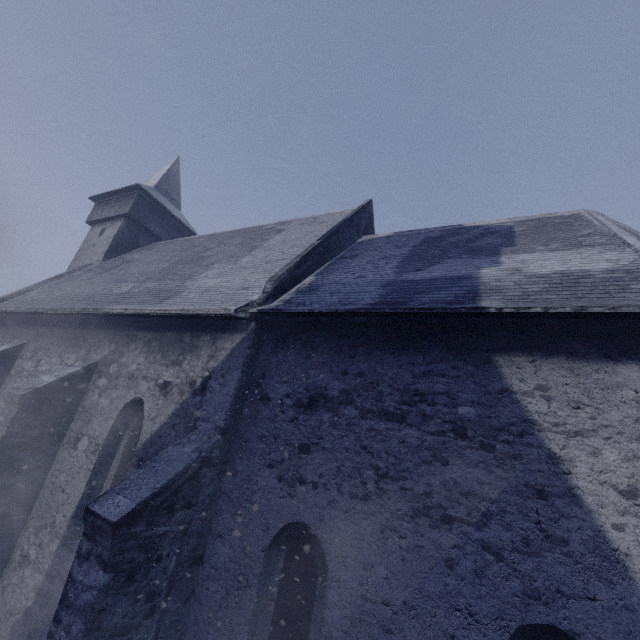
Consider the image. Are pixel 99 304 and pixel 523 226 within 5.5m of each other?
no
